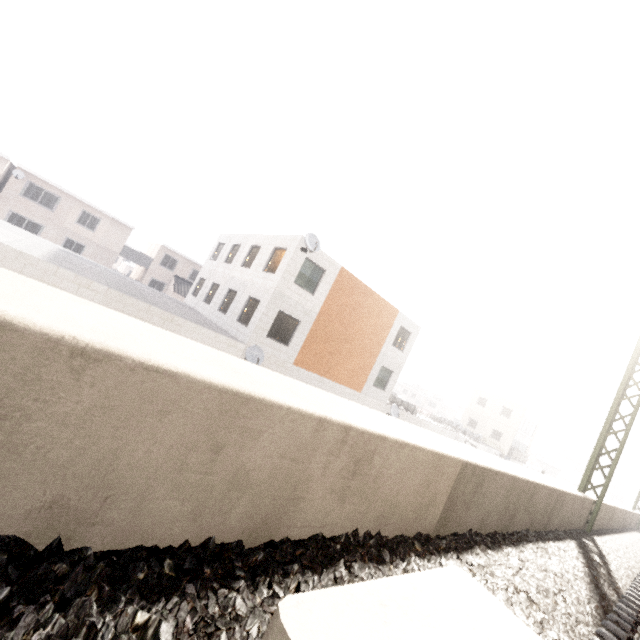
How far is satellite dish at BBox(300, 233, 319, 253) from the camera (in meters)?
15.24

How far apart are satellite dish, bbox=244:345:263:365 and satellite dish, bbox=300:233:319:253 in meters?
5.2 m

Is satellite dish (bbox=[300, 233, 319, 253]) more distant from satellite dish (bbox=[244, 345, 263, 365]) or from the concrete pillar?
the concrete pillar

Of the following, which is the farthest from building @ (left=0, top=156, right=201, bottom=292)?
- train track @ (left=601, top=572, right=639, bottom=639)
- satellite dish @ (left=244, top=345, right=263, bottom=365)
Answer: train track @ (left=601, top=572, right=639, bottom=639)

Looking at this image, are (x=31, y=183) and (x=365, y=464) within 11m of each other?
no

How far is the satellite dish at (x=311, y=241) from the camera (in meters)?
15.24

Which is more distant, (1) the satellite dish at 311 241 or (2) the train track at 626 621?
(1) the satellite dish at 311 241

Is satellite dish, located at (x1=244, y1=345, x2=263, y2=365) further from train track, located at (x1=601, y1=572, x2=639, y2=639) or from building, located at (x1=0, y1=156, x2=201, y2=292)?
building, located at (x1=0, y1=156, x2=201, y2=292)
